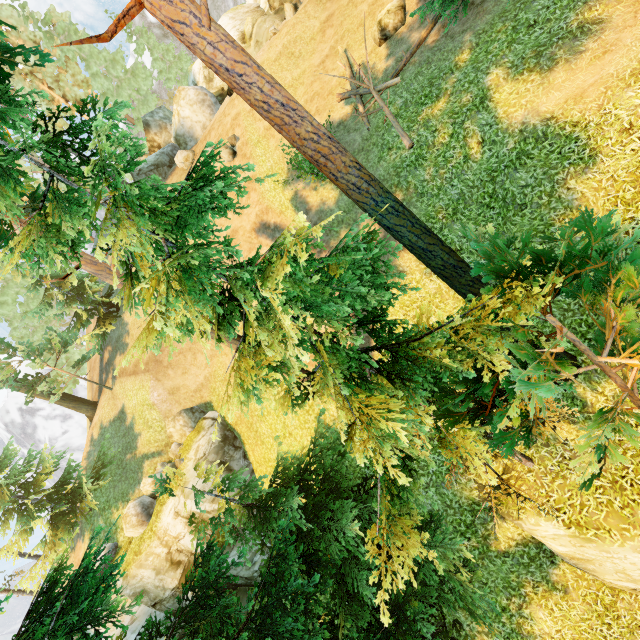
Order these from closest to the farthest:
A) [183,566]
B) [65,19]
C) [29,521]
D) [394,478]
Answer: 1. [394,478]
2. [183,566]
3. [29,521]
4. [65,19]

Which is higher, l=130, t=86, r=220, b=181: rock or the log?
l=130, t=86, r=220, b=181: rock

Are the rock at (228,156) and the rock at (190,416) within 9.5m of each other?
no

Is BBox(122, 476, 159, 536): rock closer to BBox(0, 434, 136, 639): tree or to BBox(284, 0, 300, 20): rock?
BBox(0, 434, 136, 639): tree

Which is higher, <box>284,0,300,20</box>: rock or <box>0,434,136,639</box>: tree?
<box>284,0,300,20</box>: rock

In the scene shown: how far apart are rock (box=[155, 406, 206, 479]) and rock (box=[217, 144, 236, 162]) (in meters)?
16.16

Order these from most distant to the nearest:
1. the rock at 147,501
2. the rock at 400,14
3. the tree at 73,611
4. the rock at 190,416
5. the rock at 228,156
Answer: the rock at 228,156 → the rock at 190,416 → the rock at 147,501 → the rock at 400,14 → the tree at 73,611

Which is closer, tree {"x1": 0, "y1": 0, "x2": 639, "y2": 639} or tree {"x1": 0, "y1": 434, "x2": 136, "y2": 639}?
tree {"x1": 0, "y1": 0, "x2": 639, "y2": 639}
